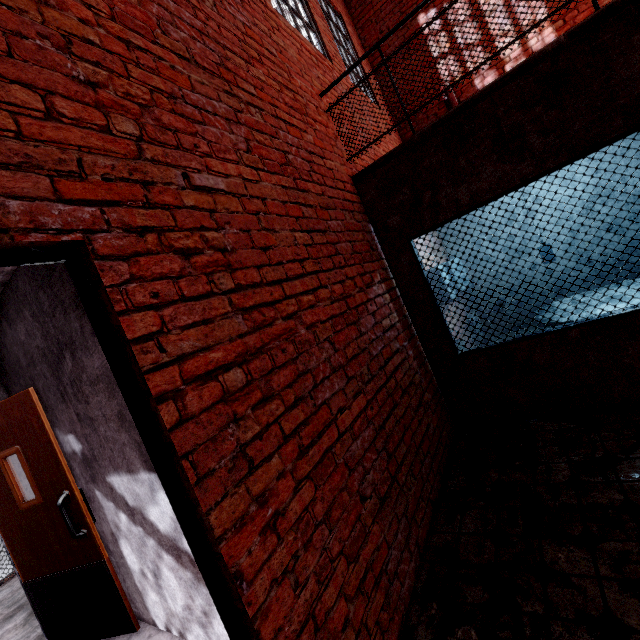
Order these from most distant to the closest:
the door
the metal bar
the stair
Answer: the stair
the door
the metal bar

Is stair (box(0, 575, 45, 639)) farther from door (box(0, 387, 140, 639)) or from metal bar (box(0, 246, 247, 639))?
metal bar (box(0, 246, 247, 639))

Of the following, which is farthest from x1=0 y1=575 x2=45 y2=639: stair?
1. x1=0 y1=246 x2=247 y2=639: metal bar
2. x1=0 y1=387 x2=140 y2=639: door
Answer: x1=0 y1=246 x2=247 y2=639: metal bar

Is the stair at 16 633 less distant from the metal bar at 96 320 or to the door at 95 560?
the door at 95 560

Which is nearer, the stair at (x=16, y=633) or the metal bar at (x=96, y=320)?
the metal bar at (x=96, y=320)

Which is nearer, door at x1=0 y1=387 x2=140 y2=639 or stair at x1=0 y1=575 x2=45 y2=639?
door at x1=0 y1=387 x2=140 y2=639

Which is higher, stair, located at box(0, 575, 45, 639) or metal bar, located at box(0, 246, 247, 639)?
metal bar, located at box(0, 246, 247, 639)

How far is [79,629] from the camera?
2.8 meters
